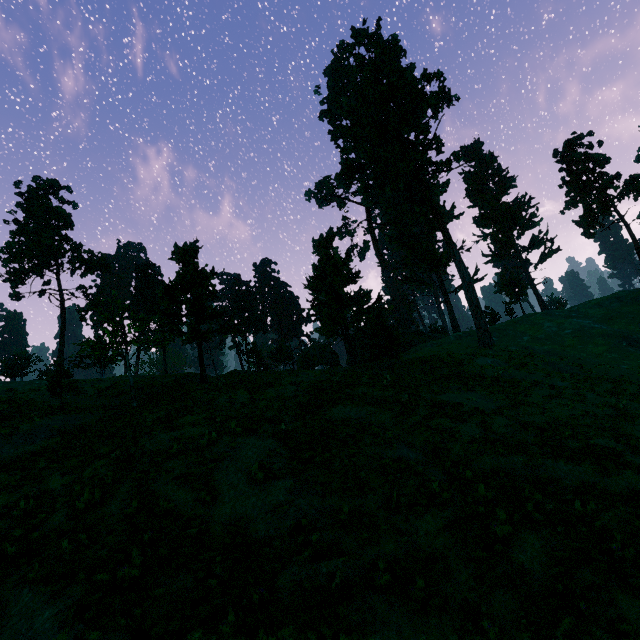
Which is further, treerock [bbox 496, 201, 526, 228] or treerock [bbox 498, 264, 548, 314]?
treerock [bbox 496, 201, 526, 228]

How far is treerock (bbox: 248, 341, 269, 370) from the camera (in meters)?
39.22

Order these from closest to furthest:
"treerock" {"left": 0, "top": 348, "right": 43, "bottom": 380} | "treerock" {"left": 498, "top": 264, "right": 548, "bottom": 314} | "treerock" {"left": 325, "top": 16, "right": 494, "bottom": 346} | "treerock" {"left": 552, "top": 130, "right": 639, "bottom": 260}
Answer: "treerock" {"left": 325, "top": 16, "right": 494, "bottom": 346} → "treerock" {"left": 552, "top": 130, "right": 639, "bottom": 260} → "treerock" {"left": 0, "top": 348, "right": 43, "bottom": 380} → "treerock" {"left": 498, "top": 264, "right": 548, "bottom": 314}

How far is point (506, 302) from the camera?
Answer: 54.2 meters

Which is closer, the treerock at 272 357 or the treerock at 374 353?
→ the treerock at 374 353

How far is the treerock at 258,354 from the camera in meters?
39.2 m
